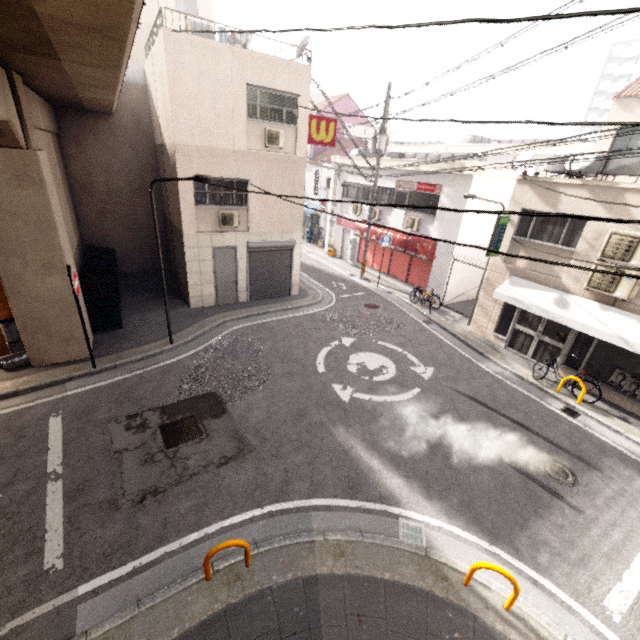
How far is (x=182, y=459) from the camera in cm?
676

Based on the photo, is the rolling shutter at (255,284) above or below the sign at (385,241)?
below

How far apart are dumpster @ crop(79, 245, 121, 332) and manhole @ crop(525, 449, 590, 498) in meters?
12.5

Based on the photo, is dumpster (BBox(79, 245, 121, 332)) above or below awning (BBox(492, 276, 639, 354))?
below

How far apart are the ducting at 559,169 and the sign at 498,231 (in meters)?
1.72

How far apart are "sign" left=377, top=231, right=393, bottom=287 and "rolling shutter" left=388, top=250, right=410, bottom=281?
1.22m

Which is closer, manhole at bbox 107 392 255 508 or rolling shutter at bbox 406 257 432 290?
manhole at bbox 107 392 255 508

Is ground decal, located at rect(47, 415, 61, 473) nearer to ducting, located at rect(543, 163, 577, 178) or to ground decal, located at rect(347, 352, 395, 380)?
ground decal, located at rect(347, 352, 395, 380)
